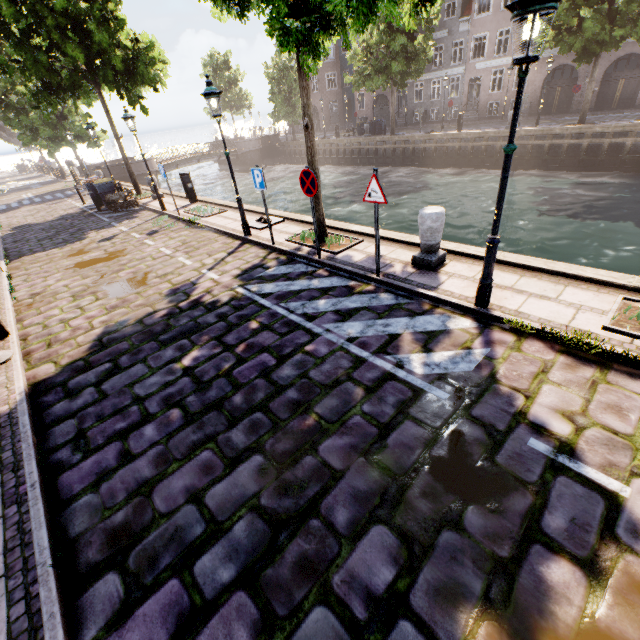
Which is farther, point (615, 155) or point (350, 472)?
point (615, 155)

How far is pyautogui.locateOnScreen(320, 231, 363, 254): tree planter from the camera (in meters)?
7.69

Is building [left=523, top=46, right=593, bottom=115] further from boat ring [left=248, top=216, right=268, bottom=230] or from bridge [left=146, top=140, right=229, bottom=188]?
boat ring [left=248, top=216, right=268, bottom=230]

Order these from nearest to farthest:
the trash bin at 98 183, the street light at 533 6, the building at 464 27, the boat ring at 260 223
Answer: the street light at 533 6
the boat ring at 260 223
the trash bin at 98 183
the building at 464 27

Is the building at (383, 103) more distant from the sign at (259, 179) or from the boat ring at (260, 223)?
the sign at (259, 179)

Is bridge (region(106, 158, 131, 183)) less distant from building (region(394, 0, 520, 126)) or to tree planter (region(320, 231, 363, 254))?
building (region(394, 0, 520, 126))

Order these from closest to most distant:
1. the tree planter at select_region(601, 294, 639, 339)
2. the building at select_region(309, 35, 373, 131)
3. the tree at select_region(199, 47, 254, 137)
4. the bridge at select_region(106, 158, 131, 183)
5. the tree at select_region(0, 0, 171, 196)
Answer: the tree planter at select_region(601, 294, 639, 339)
the tree at select_region(0, 0, 171, 196)
the bridge at select_region(106, 158, 131, 183)
the building at select_region(309, 35, 373, 131)
the tree at select_region(199, 47, 254, 137)

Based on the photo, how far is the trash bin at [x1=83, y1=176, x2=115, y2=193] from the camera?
16.4m
